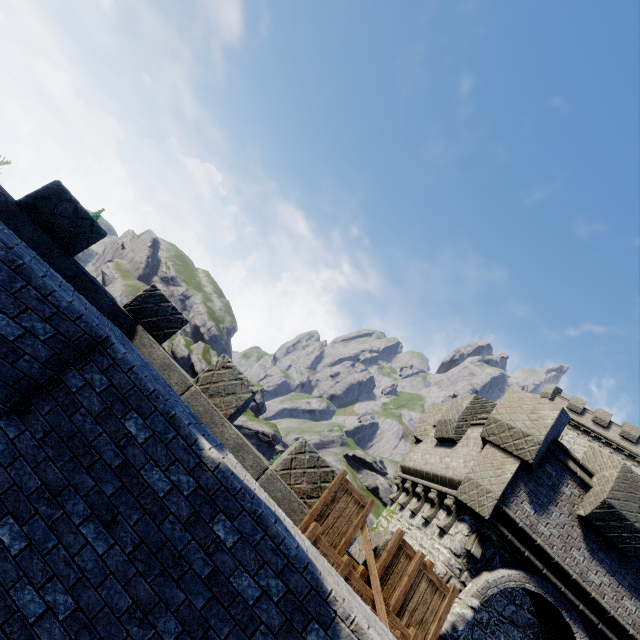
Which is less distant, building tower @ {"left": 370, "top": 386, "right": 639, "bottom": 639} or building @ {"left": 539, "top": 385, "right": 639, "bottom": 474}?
building tower @ {"left": 370, "top": 386, "right": 639, "bottom": 639}

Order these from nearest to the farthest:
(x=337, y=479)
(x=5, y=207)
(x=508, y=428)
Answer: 1. (x=5, y=207)
2. (x=337, y=479)
3. (x=508, y=428)

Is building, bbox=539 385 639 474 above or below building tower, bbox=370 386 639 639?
above

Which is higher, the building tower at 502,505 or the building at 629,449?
the building at 629,449

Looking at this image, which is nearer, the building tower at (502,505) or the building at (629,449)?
the building tower at (502,505)
